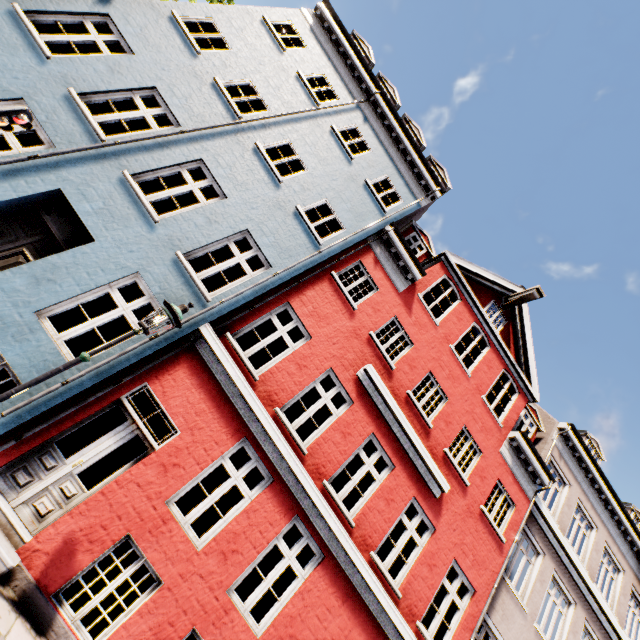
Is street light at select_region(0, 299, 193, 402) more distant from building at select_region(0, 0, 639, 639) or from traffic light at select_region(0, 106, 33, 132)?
traffic light at select_region(0, 106, 33, 132)

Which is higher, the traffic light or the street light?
the street light

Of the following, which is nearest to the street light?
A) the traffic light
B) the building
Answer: the building

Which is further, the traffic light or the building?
the building

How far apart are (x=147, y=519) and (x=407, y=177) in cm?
1202

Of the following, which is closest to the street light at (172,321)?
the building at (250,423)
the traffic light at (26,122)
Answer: the building at (250,423)
